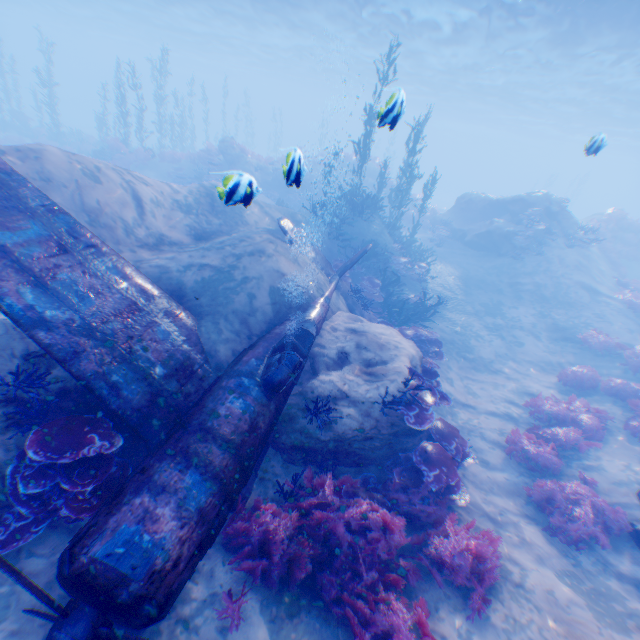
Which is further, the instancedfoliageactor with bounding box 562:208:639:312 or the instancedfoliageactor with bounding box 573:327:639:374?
the instancedfoliageactor with bounding box 562:208:639:312

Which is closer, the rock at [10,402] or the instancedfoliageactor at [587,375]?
the rock at [10,402]

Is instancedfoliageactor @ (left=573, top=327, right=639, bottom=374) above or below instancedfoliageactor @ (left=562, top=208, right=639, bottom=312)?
below

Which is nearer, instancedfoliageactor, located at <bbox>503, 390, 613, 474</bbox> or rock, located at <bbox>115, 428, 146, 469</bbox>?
rock, located at <bbox>115, 428, 146, 469</bbox>

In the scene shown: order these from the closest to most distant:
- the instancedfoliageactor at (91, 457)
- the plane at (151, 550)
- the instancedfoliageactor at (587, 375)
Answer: the plane at (151, 550), the instancedfoliageactor at (91, 457), the instancedfoliageactor at (587, 375)

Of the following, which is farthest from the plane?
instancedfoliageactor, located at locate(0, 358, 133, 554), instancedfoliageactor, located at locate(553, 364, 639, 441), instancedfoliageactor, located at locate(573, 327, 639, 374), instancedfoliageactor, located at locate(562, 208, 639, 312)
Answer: instancedfoliageactor, located at locate(562, 208, 639, 312)

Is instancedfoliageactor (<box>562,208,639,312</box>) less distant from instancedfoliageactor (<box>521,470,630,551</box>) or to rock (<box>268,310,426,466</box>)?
rock (<box>268,310,426,466</box>)

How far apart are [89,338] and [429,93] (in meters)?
49.92
